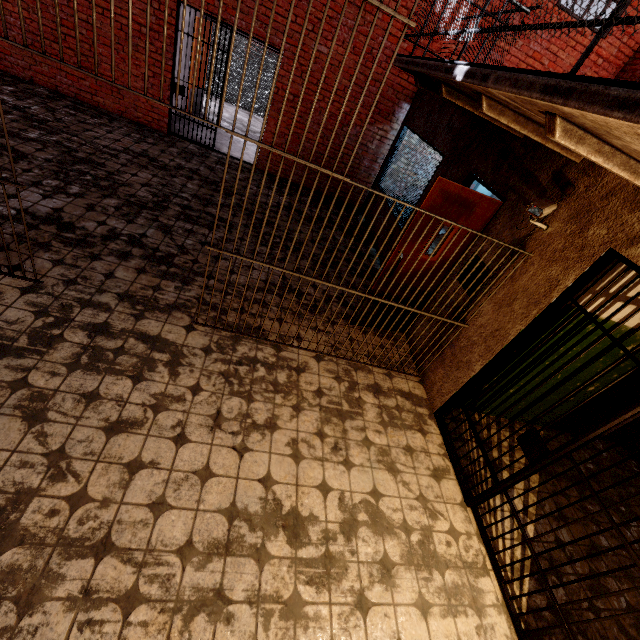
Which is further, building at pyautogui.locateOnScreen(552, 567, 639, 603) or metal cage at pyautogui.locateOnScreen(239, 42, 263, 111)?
metal cage at pyautogui.locateOnScreen(239, 42, 263, 111)

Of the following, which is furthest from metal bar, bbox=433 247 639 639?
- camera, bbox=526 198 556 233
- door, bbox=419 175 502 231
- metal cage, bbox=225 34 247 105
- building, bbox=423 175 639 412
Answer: metal cage, bbox=225 34 247 105

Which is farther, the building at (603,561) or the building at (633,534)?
the building at (633,534)

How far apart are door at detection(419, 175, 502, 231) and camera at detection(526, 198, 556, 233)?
0.5 meters

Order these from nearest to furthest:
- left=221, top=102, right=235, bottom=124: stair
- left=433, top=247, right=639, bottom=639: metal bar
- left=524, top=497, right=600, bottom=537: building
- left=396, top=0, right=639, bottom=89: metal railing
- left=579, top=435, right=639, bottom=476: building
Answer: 1. left=396, top=0, right=639, bottom=89: metal railing
2. left=433, top=247, right=639, bottom=639: metal bar
3. left=524, top=497, right=600, bottom=537: building
4. left=579, top=435, right=639, bottom=476: building
5. left=221, top=102, right=235, bottom=124: stair

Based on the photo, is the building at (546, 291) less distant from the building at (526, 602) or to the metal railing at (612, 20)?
the building at (526, 602)

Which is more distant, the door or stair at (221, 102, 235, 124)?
stair at (221, 102, 235, 124)

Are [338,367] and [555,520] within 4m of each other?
yes
